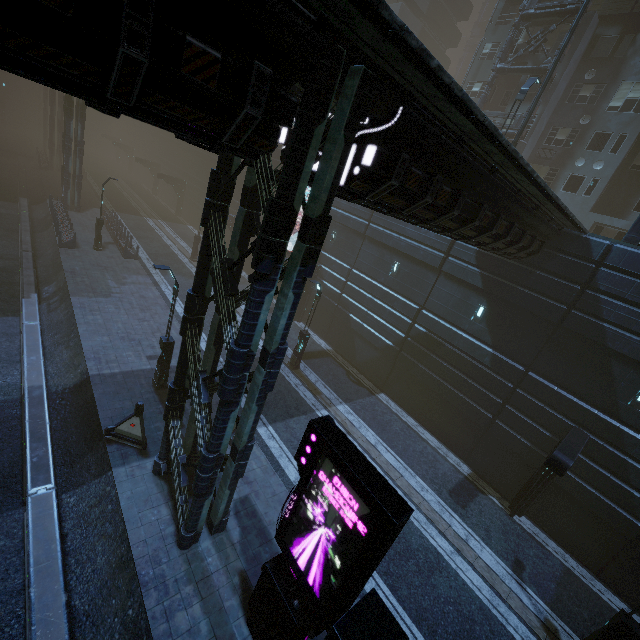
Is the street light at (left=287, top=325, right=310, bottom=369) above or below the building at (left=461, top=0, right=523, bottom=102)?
below

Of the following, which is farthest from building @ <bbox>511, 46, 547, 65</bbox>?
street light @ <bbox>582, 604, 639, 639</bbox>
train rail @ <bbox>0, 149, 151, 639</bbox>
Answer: street light @ <bbox>582, 604, 639, 639</bbox>

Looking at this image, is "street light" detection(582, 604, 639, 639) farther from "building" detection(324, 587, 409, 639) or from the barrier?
the barrier

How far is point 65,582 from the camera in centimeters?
785cm

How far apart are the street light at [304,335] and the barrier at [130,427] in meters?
8.8 m

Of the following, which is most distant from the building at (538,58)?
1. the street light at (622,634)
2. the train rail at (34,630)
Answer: the street light at (622,634)

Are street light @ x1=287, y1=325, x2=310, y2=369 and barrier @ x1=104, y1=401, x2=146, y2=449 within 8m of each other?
no

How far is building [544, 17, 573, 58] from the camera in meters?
23.5
